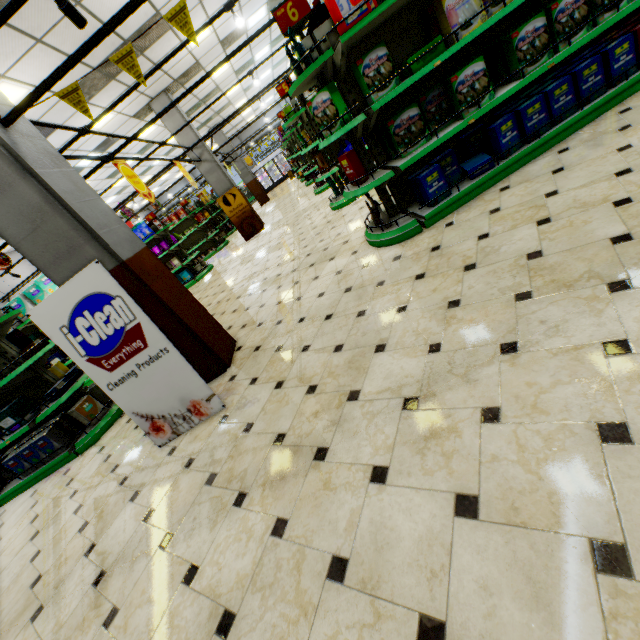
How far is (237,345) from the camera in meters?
4.2

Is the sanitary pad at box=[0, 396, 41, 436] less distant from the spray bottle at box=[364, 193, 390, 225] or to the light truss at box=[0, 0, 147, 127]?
the light truss at box=[0, 0, 147, 127]

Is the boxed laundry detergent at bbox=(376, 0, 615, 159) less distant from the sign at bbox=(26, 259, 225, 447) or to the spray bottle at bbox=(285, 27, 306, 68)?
the spray bottle at bbox=(285, 27, 306, 68)

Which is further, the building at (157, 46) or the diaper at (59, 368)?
the building at (157, 46)

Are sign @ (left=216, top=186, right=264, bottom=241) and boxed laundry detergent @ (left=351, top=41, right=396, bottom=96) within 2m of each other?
no

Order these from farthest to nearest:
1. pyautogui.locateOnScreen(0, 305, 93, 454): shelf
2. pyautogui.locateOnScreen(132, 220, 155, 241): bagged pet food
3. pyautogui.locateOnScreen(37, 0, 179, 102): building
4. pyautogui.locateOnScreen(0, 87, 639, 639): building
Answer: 1. pyautogui.locateOnScreen(132, 220, 155, 241): bagged pet food
2. pyautogui.locateOnScreen(37, 0, 179, 102): building
3. pyautogui.locateOnScreen(0, 305, 93, 454): shelf
4. pyautogui.locateOnScreen(0, 87, 639, 639): building

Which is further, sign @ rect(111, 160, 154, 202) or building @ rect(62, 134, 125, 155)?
building @ rect(62, 134, 125, 155)

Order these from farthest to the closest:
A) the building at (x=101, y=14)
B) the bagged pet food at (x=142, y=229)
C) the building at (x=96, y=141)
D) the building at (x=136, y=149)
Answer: the building at (x=136, y=149) < the bagged pet food at (x=142, y=229) < the building at (x=96, y=141) < the building at (x=101, y=14)
